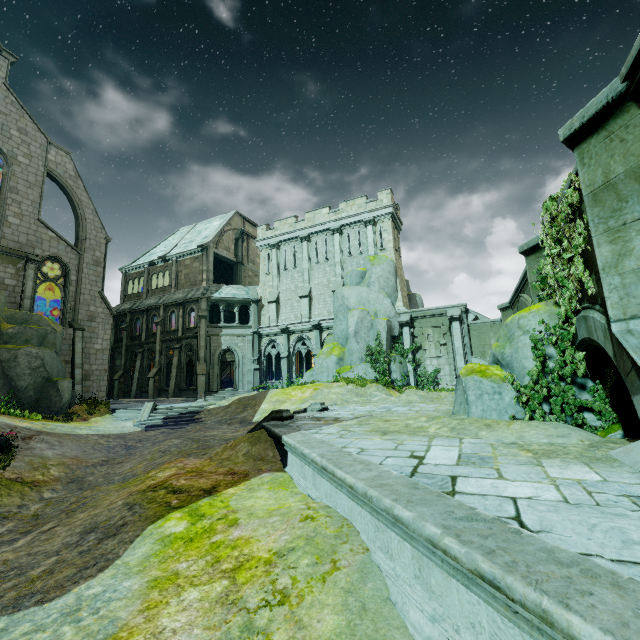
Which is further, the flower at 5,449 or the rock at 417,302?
the rock at 417,302

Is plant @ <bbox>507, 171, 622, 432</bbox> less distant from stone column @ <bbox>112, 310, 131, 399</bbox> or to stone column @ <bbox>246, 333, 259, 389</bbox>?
stone column @ <bbox>246, 333, 259, 389</bbox>

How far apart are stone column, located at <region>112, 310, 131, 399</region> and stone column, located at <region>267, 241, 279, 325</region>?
15.2m

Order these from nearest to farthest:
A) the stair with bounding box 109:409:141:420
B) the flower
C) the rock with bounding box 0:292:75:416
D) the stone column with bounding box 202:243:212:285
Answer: the flower, the rock with bounding box 0:292:75:416, the stair with bounding box 109:409:141:420, the stone column with bounding box 202:243:212:285

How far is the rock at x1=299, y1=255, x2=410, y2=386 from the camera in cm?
2323

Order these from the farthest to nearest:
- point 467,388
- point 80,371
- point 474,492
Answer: point 80,371 < point 467,388 < point 474,492

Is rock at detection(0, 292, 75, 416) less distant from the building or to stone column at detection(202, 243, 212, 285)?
the building

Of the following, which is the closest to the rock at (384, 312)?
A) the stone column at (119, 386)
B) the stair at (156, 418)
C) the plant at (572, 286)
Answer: the stair at (156, 418)
